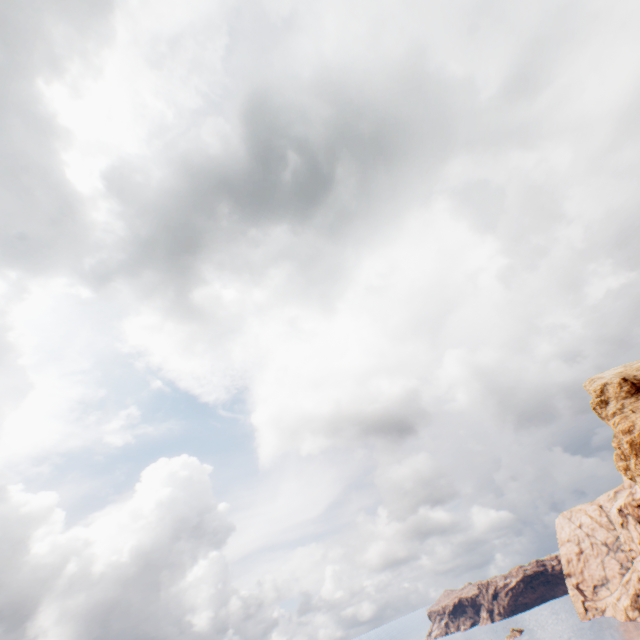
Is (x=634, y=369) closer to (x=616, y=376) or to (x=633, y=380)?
(x=616, y=376)
